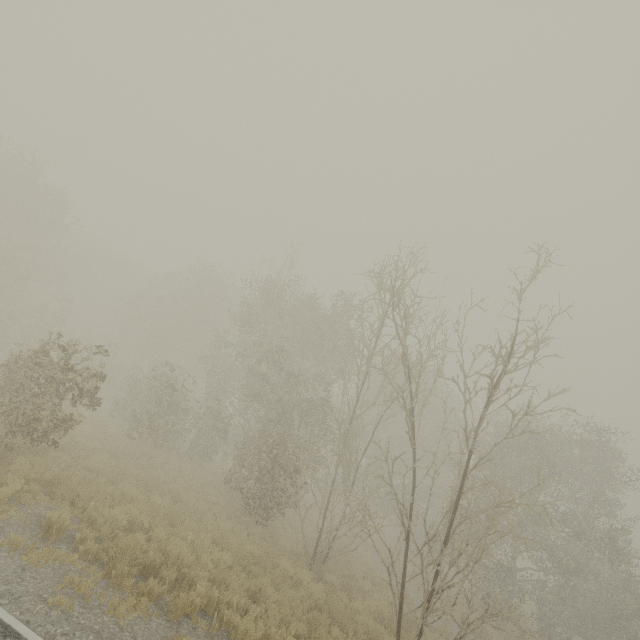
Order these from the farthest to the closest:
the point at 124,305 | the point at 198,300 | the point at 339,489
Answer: the point at 124,305 → the point at 198,300 → the point at 339,489
